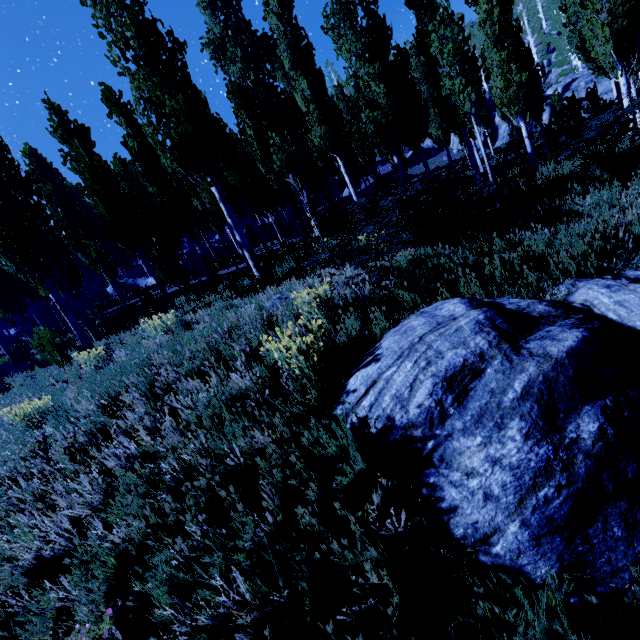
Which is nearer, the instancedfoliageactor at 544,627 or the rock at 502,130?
the instancedfoliageactor at 544,627

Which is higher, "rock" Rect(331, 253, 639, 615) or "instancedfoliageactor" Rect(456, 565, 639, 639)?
"rock" Rect(331, 253, 639, 615)

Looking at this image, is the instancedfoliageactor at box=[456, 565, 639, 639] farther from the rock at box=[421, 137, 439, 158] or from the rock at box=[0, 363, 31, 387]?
the rock at box=[0, 363, 31, 387]

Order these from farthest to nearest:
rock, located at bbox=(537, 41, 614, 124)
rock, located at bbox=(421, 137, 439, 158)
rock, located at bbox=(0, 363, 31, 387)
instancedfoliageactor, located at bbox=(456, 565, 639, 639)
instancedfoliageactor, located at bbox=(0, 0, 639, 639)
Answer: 1. rock, located at bbox=(421, 137, 439, 158)
2. rock, located at bbox=(537, 41, 614, 124)
3. rock, located at bbox=(0, 363, 31, 387)
4. instancedfoliageactor, located at bbox=(0, 0, 639, 639)
5. instancedfoliageactor, located at bbox=(456, 565, 639, 639)

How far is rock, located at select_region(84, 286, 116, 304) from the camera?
28.0m

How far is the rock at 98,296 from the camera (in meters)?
28.05

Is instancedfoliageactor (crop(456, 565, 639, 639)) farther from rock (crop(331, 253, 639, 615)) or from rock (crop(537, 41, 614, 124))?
rock (crop(331, 253, 639, 615))

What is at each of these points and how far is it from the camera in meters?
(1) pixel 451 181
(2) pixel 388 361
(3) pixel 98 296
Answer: (1) instancedfoliageactor, 9.1
(2) rock, 3.4
(3) rock, 29.0
